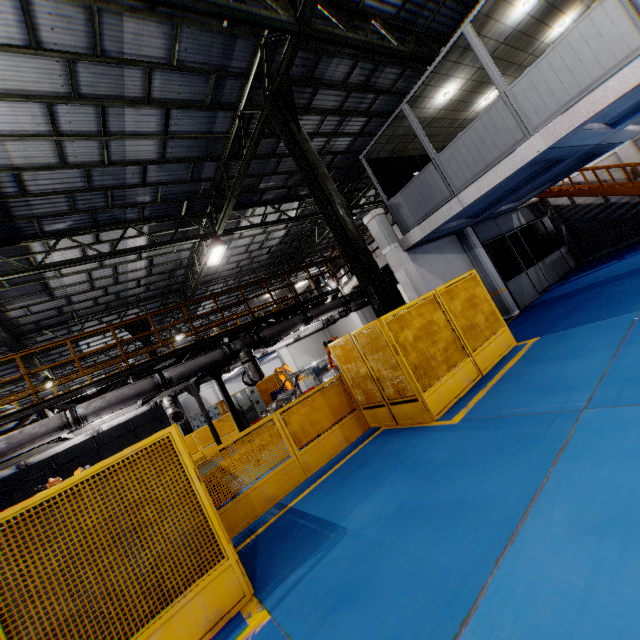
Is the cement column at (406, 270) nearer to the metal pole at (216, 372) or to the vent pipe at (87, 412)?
the vent pipe at (87, 412)

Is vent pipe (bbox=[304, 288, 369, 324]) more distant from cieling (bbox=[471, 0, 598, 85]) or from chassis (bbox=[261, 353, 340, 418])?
cieling (bbox=[471, 0, 598, 85])

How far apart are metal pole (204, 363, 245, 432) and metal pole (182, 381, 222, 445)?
2.69m

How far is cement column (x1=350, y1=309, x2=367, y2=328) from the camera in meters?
18.3

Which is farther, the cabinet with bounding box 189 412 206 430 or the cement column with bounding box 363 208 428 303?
the cabinet with bounding box 189 412 206 430

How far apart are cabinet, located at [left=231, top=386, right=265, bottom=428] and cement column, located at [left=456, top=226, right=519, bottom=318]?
13.39m

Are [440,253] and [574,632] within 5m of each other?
no

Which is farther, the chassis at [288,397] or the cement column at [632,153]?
the cement column at [632,153]
